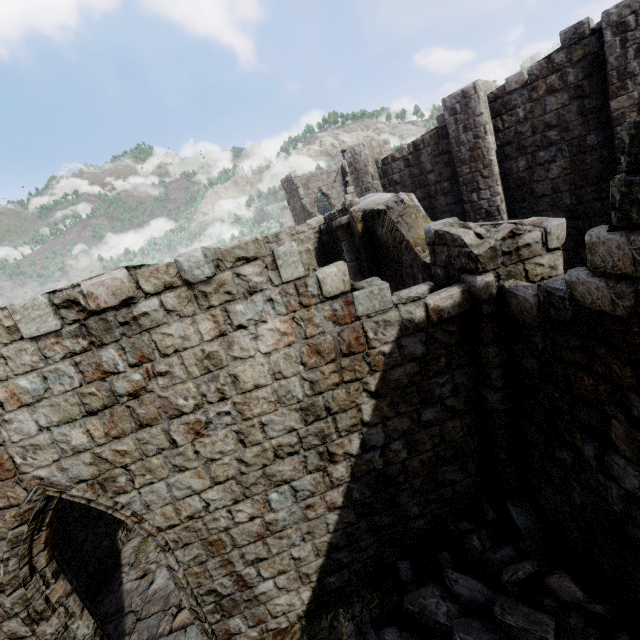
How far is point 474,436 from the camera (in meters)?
5.38
